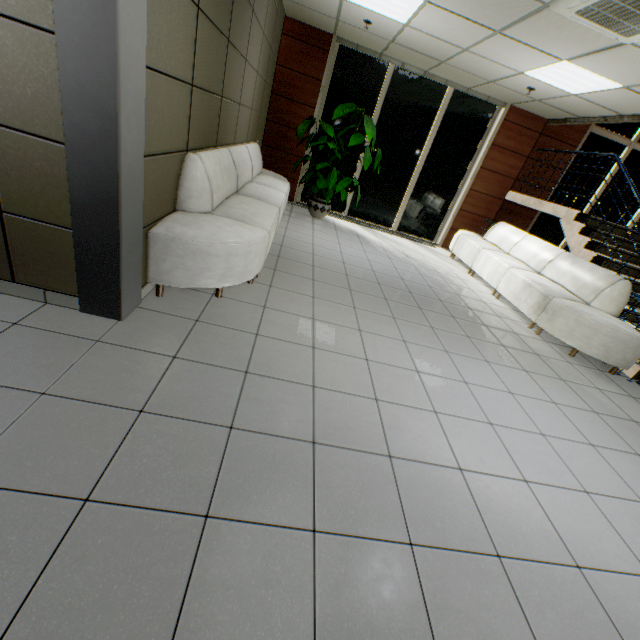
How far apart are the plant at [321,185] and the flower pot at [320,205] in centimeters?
87cm

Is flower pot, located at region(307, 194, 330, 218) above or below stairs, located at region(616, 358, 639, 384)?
above

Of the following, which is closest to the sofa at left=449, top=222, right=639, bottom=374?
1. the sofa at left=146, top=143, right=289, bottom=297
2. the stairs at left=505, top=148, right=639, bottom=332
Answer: the stairs at left=505, top=148, right=639, bottom=332

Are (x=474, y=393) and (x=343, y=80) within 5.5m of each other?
no

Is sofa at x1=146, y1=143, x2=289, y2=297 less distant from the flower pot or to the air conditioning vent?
the flower pot

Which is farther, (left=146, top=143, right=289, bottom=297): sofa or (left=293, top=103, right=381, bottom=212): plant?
(left=293, top=103, right=381, bottom=212): plant

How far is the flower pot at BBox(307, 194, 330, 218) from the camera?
6.9m

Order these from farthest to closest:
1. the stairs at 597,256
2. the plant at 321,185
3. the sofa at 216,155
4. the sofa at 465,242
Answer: the plant at 321,185, the stairs at 597,256, the sofa at 465,242, the sofa at 216,155
